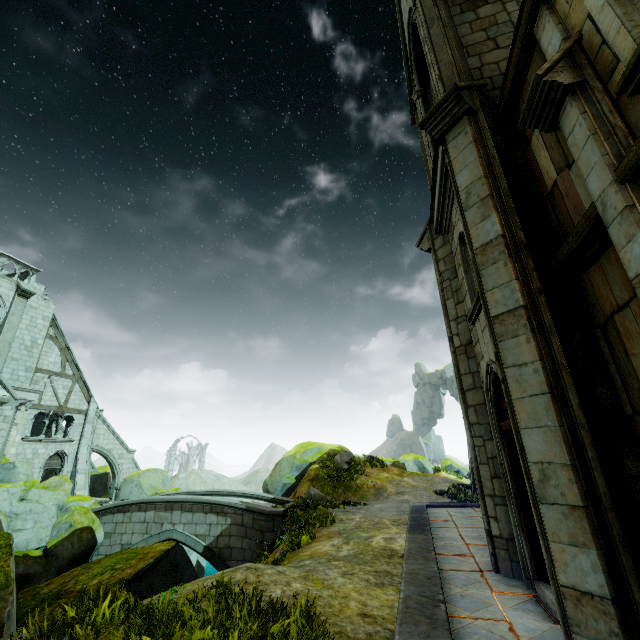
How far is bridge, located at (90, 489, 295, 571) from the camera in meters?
15.2 m

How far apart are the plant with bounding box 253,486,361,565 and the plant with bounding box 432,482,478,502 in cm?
884

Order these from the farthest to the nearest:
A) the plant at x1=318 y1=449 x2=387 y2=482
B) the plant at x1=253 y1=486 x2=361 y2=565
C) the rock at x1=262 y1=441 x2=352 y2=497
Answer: the rock at x1=262 y1=441 x2=352 y2=497, the plant at x1=318 y1=449 x2=387 y2=482, the plant at x1=253 y1=486 x2=361 y2=565

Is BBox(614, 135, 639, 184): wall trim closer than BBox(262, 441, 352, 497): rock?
Yes

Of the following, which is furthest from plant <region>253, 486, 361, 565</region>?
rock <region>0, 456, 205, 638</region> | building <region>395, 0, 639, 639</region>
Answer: building <region>395, 0, 639, 639</region>

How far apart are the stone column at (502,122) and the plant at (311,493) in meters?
13.9

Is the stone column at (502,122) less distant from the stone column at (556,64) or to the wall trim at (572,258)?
the stone column at (556,64)

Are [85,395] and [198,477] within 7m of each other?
no
